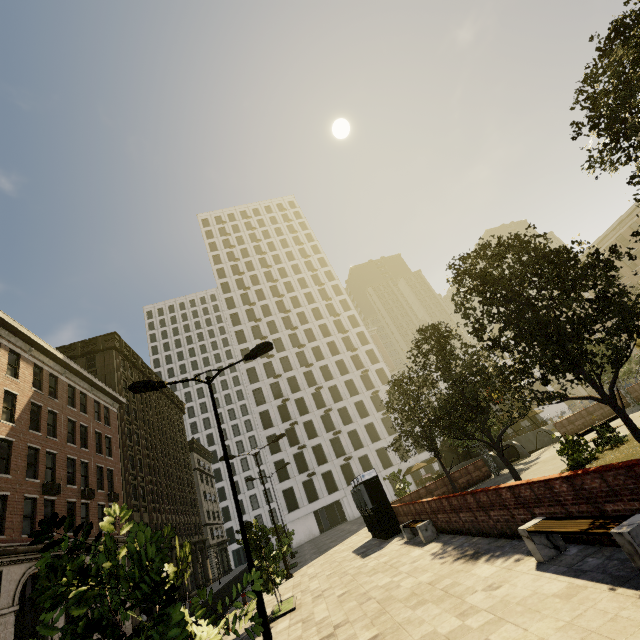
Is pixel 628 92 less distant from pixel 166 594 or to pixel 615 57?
pixel 615 57

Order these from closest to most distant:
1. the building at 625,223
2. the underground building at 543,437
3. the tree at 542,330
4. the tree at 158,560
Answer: the tree at 158,560 < the tree at 542,330 < the underground building at 543,437 < the building at 625,223

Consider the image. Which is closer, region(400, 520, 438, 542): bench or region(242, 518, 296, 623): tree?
region(242, 518, 296, 623): tree

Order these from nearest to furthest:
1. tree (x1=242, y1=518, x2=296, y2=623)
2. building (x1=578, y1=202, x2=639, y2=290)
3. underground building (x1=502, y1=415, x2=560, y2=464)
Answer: tree (x1=242, y1=518, x2=296, y2=623) → underground building (x1=502, y1=415, x2=560, y2=464) → building (x1=578, y1=202, x2=639, y2=290)

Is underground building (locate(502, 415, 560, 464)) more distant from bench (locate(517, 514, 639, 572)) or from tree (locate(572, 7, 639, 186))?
bench (locate(517, 514, 639, 572))

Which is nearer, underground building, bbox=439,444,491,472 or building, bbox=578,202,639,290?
underground building, bbox=439,444,491,472

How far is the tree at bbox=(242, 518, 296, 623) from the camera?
4.4m

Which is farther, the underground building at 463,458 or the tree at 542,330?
the underground building at 463,458
